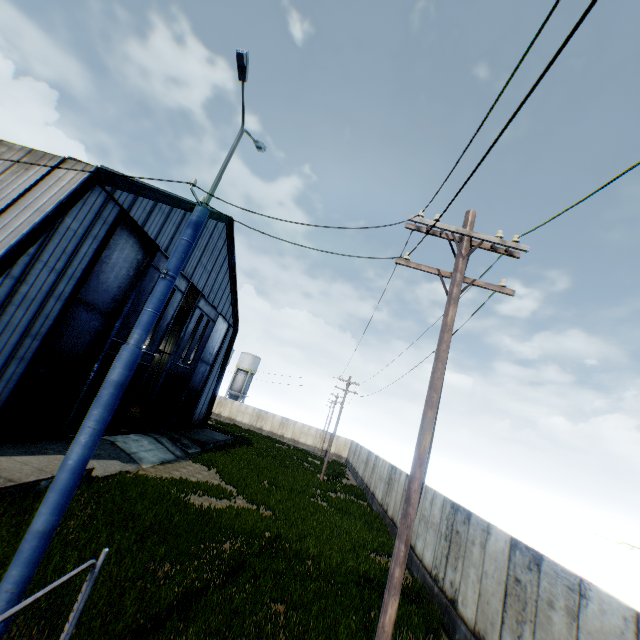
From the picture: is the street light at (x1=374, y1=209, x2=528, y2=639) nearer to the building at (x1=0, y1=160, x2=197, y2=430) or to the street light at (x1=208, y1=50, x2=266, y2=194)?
the street light at (x1=208, y1=50, x2=266, y2=194)

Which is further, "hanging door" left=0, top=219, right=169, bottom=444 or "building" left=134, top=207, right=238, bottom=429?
A: "building" left=134, top=207, right=238, bottom=429

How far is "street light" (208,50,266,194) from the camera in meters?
5.5

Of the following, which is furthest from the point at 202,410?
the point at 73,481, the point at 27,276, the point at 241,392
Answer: the point at 73,481

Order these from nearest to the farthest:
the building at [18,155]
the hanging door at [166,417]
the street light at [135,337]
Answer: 1. the street light at [135,337]
2. the building at [18,155]
3. the hanging door at [166,417]

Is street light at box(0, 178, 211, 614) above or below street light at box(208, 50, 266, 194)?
below

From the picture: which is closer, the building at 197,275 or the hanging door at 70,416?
the hanging door at 70,416

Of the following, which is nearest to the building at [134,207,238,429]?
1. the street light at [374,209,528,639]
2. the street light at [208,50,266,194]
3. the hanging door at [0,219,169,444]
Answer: the hanging door at [0,219,169,444]
